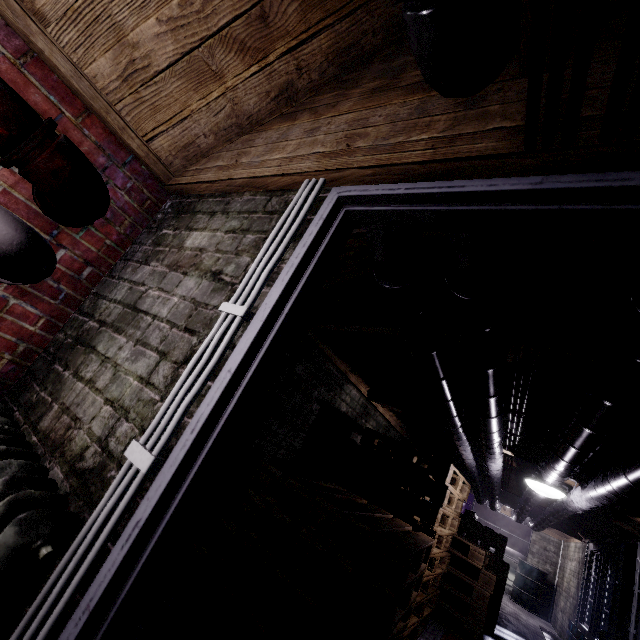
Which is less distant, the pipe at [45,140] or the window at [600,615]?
the pipe at [45,140]

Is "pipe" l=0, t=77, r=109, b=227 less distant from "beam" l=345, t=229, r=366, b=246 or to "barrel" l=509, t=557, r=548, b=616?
"beam" l=345, t=229, r=366, b=246

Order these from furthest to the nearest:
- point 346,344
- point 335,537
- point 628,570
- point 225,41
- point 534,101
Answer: point 628,570, point 346,344, point 335,537, point 225,41, point 534,101

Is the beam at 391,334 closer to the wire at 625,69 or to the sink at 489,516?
the wire at 625,69

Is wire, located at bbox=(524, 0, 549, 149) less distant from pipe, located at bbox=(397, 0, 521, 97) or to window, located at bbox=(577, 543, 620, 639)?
pipe, located at bbox=(397, 0, 521, 97)

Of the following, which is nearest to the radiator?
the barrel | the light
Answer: the light

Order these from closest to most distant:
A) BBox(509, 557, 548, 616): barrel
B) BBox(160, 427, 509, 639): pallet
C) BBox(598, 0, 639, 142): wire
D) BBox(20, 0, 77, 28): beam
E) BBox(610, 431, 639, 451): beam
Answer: BBox(598, 0, 639, 142): wire
BBox(20, 0, 77, 28): beam
BBox(160, 427, 509, 639): pallet
BBox(610, 431, 639, 451): beam
BBox(509, 557, 548, 616): barrel

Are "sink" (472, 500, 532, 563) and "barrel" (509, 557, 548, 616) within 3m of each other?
yes
